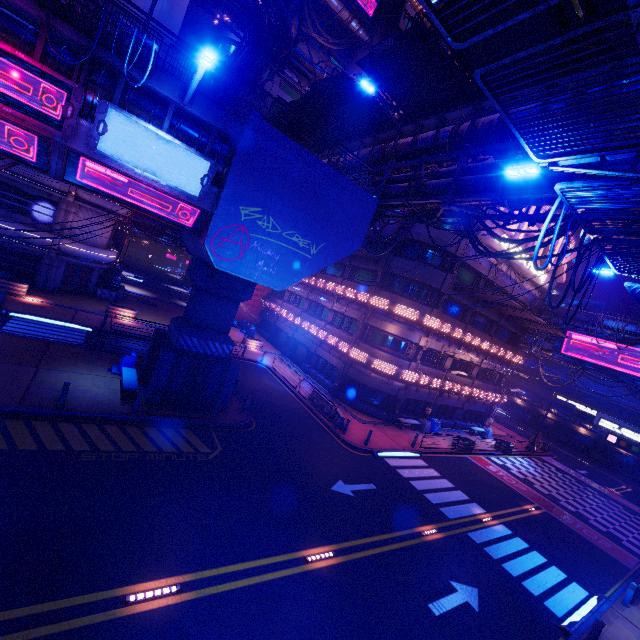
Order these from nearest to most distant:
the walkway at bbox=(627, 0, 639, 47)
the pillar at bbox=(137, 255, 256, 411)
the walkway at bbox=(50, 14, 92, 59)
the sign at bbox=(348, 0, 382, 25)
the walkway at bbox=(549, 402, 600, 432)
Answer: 1. the walkway at bbox=(627, 0, 639, 47)
2. the walkway at bbox=(50, 14, 92, 59)
3. the pillar at bbox=(137, 255, 256, 411)
4. the sign at bbox=(348, 0, 382, 25)
5. the walkway at bbox=(549, 402, 600, 432)

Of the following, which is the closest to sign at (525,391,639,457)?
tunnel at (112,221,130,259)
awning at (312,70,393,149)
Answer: awning at (312,70,393,149)

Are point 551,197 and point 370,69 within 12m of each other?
yes

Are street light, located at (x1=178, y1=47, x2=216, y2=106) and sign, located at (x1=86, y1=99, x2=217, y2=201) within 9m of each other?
yes

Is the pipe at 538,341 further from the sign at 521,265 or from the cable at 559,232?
the cable at 559,232

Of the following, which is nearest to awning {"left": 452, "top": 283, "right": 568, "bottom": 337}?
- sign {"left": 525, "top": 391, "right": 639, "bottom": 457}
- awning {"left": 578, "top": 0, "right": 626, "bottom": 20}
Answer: sign {"left": 525, "top": 391, "right": 639, "bottom": 457}

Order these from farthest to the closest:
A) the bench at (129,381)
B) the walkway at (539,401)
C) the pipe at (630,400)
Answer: the walkway at (539,401)
the pipe at (630,400)
the bench at (129,381)

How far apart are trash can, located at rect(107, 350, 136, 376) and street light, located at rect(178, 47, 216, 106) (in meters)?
12.42
